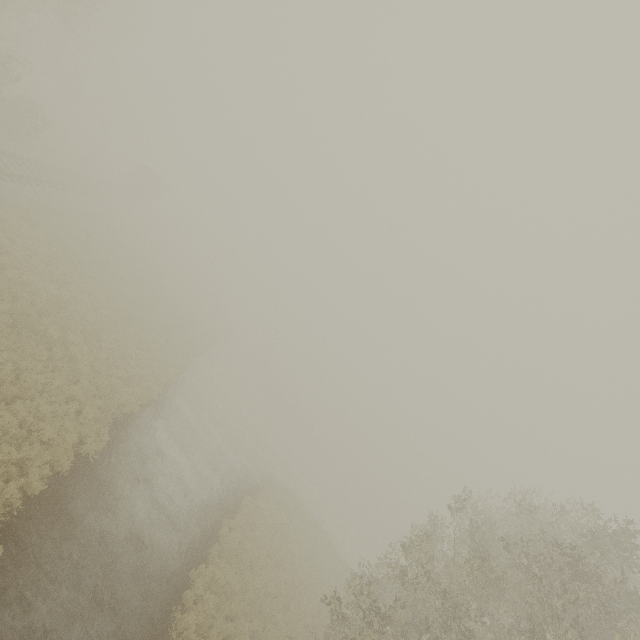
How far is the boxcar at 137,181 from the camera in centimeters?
4550cm

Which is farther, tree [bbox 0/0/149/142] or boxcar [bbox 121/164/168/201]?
boxcar [bbox 121/164/168/201]

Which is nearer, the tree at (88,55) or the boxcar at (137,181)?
the tree at (88,55)

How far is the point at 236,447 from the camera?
26.4m

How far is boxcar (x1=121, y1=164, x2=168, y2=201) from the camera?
45.5 meters
